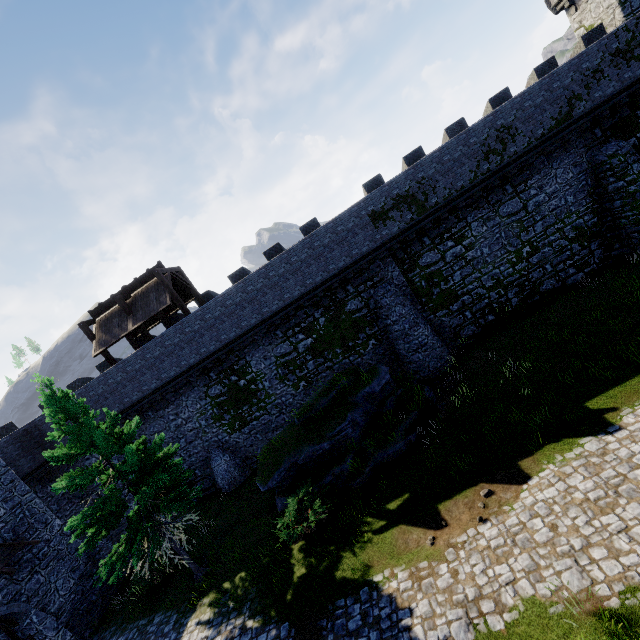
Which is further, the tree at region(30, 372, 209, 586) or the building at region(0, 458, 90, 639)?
the building at region(0, 458, 90, 639)

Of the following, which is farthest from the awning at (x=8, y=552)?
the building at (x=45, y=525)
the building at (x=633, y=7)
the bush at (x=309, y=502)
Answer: the building at (x=633, y=7)

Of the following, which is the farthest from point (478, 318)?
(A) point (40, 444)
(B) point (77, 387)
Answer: (B) point (77, 387)

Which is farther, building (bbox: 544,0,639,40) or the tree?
building (bbox: 544,0,639,40)

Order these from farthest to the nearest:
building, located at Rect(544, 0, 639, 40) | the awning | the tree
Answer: building, located at Rect(544, 0, 639, 40) → the awning → the tree

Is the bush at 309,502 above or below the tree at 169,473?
below

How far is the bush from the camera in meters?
11.9 m

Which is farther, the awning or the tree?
the awning
